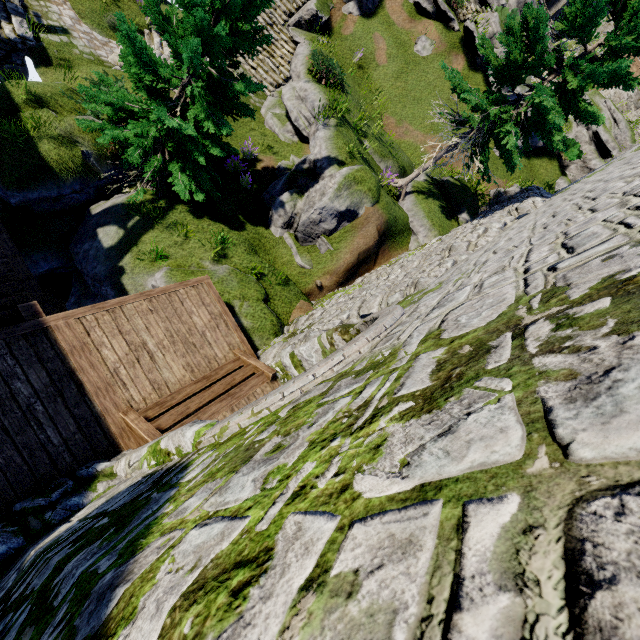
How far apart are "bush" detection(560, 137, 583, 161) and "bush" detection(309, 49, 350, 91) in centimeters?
1483cm

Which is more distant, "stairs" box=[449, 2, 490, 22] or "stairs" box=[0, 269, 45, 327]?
"stairs" box=[449, 2, 490, 22]

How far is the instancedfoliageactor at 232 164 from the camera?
11.41m

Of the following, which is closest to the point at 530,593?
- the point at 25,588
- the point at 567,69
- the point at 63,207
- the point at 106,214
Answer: the point at 25,588

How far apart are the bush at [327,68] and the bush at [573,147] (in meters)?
14.83

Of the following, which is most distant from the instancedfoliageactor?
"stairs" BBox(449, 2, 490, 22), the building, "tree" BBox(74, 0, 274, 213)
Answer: the building

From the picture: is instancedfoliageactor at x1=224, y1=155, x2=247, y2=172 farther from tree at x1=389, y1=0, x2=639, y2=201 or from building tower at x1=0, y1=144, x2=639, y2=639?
building tower at x1=0, y1=144, x2=639, y2=639

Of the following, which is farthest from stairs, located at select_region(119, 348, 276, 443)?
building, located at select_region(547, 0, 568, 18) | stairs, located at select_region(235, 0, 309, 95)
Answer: building, located at select_region(547, 0, 568, 18)
